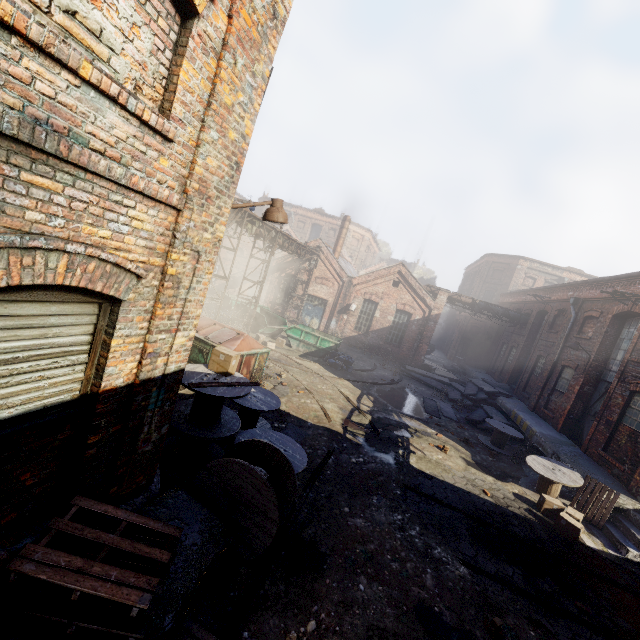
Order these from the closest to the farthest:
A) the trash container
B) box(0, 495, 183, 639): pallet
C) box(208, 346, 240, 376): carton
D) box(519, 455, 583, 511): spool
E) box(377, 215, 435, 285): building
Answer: box(0, 495, 183, 639): pallet < box(208, 346, 240, 376): carton < box(519, 455, 583, 511): spool < the trash container < box(377, 215, 435, 285): building

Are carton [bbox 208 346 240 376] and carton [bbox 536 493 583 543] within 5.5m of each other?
no

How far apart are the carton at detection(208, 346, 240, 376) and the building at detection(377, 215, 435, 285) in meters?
51.3 m

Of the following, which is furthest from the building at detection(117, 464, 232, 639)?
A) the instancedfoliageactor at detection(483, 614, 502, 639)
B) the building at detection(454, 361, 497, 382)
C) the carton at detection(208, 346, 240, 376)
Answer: the building at detection(454, 361, 497, 382)

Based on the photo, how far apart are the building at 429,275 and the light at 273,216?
52.45m

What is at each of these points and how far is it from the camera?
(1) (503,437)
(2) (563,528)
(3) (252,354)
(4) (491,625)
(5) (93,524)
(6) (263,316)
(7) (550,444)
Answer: (1) spool, 13.9 meters
(2) carton, 8.7 meters
(3) trash container, 11.4 meters
(4) instancedfoliageactor, 5.0 meters
(5) pallet, 3.4 meters
(6) container, 19.7 meters
(7) building, 12.8 meters

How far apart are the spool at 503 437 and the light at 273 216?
13.5m

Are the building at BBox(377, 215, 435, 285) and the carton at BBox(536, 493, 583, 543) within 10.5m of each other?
no
